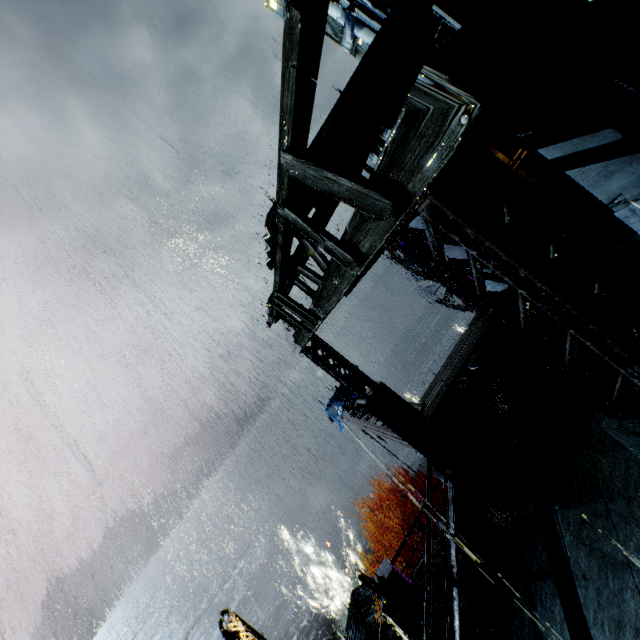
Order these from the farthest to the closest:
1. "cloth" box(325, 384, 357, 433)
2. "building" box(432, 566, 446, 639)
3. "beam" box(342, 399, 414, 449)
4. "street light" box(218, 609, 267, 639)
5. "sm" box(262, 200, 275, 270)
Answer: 1. "cloth" box(325, 384, 357, 433)
2. "street light" box(218, 609, 267, 639)
3. "beam" box(342, 399, 414, 449)
4. "building" box(432, 566, 446, 639)
5. "sm" box(262, 200, 275, 270)

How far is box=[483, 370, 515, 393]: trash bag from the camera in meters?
9.3

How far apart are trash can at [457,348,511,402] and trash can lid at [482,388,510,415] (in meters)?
0.02

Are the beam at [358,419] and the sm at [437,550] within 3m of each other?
no

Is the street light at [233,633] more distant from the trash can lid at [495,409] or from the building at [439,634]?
the trash can lid at [495,409]

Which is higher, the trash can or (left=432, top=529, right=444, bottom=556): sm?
the trash can

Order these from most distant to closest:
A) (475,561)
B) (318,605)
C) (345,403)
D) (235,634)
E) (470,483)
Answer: (345,403) → (318,605) → (235,634) → (470,483) → (475,561)

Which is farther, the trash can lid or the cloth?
the cloth
